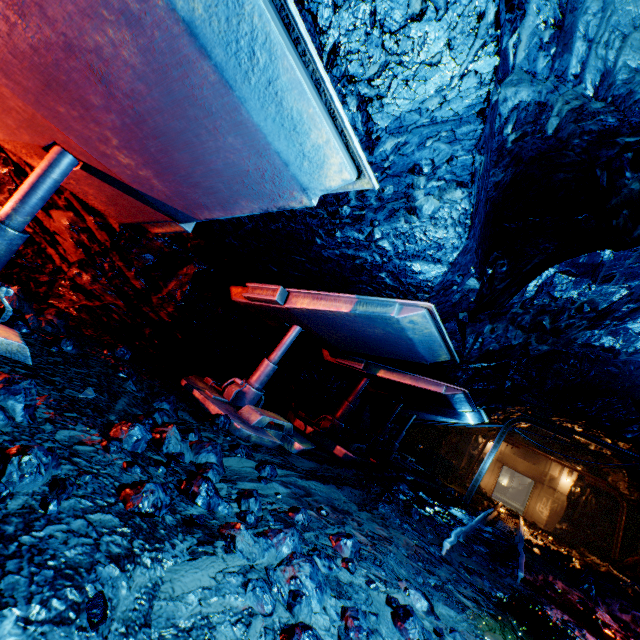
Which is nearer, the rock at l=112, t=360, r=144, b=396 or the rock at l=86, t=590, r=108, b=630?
the rock at l=86, t=590, r=108, b=630

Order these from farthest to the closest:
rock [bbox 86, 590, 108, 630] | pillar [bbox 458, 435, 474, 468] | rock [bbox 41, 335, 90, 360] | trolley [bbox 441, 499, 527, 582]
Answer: pillar [bbox 458, 435, 474, 468]
trolley [bbox 441, 499, 527, 582]
rock [bbox 41, 335, 90, 360]
rock [bbox 86, 590, 108, 630]

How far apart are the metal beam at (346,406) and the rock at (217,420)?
3.72m

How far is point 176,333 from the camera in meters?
5.9 m

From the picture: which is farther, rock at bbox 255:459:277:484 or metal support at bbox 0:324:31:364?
rock at bbox 255:459:277:484

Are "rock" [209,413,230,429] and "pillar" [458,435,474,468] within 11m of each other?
no

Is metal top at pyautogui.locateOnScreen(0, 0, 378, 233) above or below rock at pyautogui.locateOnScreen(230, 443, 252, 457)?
above

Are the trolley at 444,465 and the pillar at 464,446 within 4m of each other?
no
